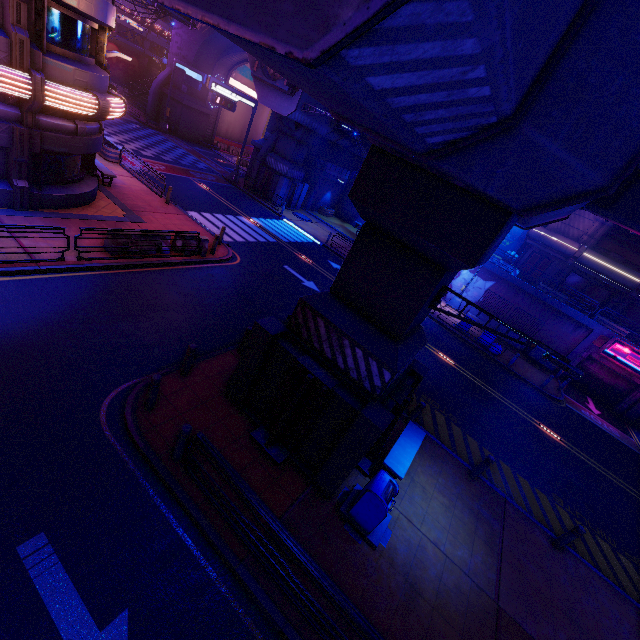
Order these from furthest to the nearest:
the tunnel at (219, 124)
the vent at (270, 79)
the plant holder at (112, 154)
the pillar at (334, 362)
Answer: the tunnel at (219, 124), the vent at (270, 79), the plant holder at (112, 154), the pillar at (334, 362)

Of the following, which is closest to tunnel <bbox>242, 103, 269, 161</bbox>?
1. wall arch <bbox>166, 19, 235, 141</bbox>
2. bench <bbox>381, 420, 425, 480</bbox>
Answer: wall arch <bbox>166, 19, 235, 141</bbox>

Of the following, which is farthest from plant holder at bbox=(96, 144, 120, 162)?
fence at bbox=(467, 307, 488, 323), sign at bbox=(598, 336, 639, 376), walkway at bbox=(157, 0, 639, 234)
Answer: Answer: sign at bbox=(598, 336, 639, 376)

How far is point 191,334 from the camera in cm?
1104

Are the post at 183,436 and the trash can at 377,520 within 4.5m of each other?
yes

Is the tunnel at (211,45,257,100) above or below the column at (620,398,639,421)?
above

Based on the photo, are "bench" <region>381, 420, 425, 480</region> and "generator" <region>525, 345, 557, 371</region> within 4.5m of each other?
no

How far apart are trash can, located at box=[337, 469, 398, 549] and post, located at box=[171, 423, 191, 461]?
3.9 meters
